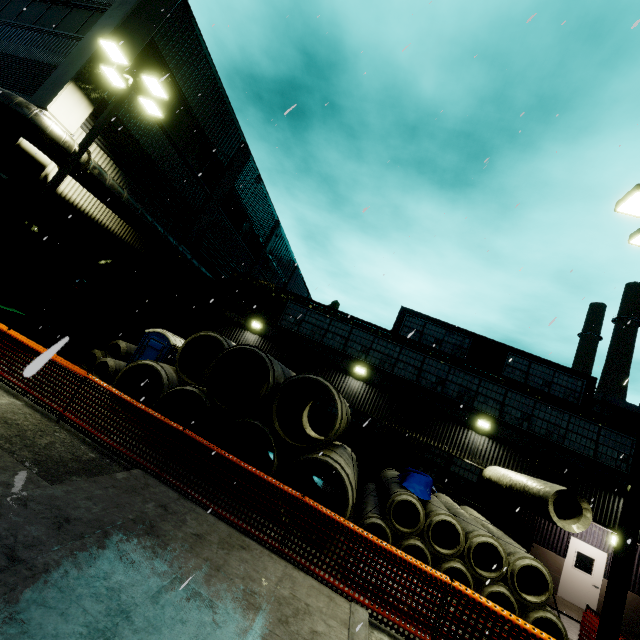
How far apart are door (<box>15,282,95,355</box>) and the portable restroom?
3.0 meters

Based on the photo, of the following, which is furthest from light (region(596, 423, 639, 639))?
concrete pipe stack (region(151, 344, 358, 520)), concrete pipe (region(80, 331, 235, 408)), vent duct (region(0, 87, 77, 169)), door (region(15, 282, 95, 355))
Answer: door (region(15, 282, 95, 355))

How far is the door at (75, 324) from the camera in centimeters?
1209cm

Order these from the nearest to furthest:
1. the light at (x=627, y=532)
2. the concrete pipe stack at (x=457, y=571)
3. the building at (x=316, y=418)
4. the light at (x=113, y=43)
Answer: the light at (x=627, y=532)
the concrete pipe stack at (x=457, y=571)
the light at (x=113, y=43)
the building at (x=316, y=418)

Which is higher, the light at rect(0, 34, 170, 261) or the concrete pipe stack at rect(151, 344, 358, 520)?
the light at rect(0, 34, 170, 261)

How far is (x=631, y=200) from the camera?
7.0m

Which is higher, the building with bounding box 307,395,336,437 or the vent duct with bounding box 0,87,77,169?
the vent duct with bounding box 0,87,77,169

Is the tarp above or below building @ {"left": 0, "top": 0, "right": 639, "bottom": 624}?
below
